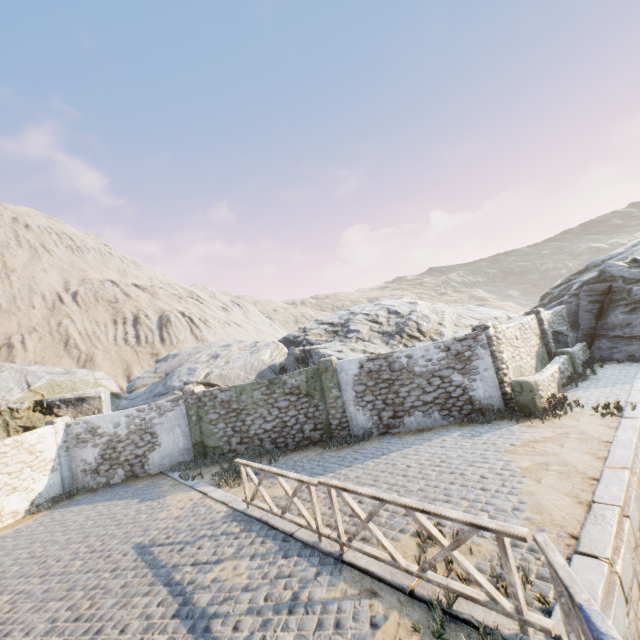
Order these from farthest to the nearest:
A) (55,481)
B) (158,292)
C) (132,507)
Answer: (158,292) < (55,481) < (132,507)

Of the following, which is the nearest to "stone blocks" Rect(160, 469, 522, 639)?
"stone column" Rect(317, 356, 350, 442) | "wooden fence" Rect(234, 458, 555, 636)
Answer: "wooden fence" Rect(234, 458, 555, 636)

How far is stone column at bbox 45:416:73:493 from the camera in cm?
1351

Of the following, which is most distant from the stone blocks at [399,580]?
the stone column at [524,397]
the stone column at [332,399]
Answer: the stone column at [332,399]

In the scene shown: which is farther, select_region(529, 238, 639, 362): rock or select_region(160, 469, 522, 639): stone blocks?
select_region(529, 238, 639, 362): rock

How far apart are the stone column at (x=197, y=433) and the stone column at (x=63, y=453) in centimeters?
504cm

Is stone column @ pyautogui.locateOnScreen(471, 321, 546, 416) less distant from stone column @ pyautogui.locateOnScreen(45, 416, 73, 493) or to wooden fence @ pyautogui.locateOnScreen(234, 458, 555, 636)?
wooden fence @ pyautogui.locateOnScreen(234, 458, 555, 636)

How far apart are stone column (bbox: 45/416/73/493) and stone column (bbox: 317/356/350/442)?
11.3m
